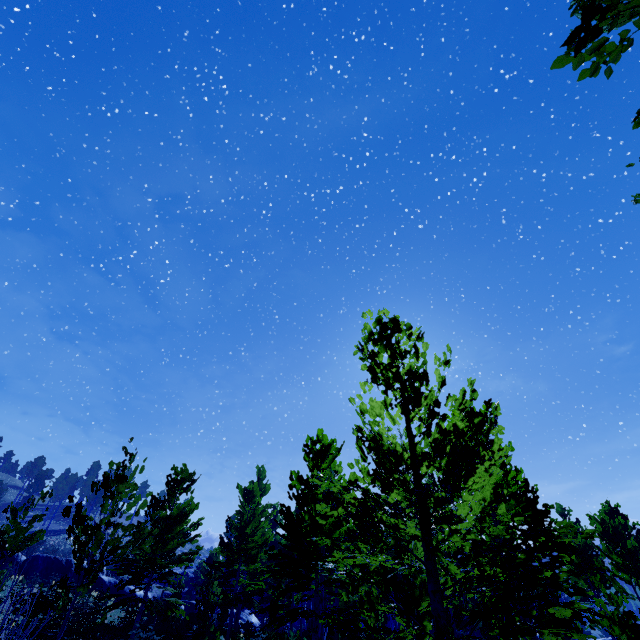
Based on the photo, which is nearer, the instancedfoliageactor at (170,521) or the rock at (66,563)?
the instancedfoliageactor at (170,521)

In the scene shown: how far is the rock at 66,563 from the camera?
22.2 meters

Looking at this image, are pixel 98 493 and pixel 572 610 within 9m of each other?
no

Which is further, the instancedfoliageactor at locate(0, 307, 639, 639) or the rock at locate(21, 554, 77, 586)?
the rock at locate(21, 554, 77, 586)

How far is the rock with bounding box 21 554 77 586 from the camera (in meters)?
22.19

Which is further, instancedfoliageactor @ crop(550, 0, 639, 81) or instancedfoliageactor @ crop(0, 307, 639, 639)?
instancedfoliageactor @ crop(0, 307, 639, 639)

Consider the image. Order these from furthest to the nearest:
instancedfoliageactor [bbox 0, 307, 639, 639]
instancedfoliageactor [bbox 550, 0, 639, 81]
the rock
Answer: the rock → instancedfoliageactor [bbox 0, 307, 639, 639] → instancedfoliageactor [bbox 550, 0, 639, 81]
